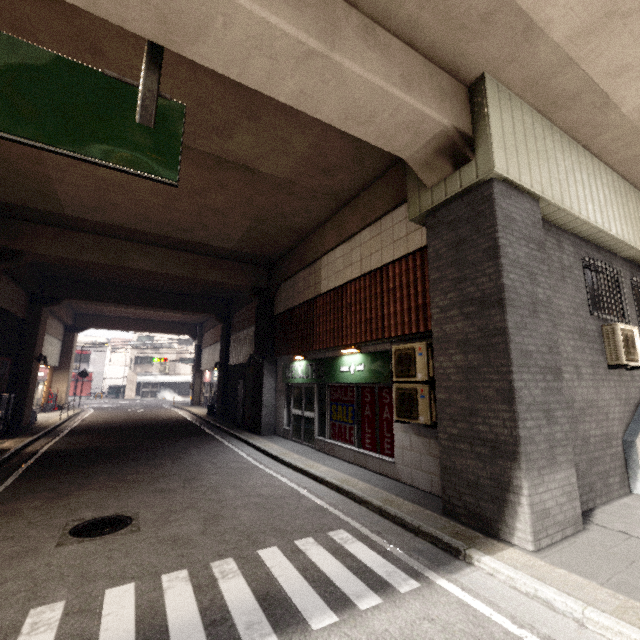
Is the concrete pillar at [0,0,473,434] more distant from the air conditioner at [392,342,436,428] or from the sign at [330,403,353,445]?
the sign at [330,403,353,445]

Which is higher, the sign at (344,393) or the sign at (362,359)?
the sign at (362,359)

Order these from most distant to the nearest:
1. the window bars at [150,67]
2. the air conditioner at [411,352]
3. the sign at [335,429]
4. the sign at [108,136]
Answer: the sign at [335,429]
the air conditioner at [411,352]
the window bars at [150,67]
the sign at [108,136]

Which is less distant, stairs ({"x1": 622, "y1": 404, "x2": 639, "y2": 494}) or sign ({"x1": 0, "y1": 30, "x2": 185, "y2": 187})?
sign ({"x1": 0, "y1": 30, "x2": 185, "y2": 187})

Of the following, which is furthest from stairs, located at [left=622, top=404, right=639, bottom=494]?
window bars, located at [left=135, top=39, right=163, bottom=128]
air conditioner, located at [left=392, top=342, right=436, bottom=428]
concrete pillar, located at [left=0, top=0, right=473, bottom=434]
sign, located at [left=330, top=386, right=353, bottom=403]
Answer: window bars, located at [left=135, top=39, right=163, bottom=128]

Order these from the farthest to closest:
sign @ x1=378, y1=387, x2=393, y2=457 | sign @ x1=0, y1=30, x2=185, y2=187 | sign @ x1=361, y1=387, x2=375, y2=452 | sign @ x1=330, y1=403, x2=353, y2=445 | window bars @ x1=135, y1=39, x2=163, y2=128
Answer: sign @ x1=330, y1=403, x2=353, y2=445 < sign @ x1=361, y1=387, x2=375, y2=452 < sign @ x1=378, y1=387, x2=393, y2=457 < window bars @ x1=135, y1=39, x2=163, y2=128 < sign @ x1=0, y1=30, x2=185, y2=187

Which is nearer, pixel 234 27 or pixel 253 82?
pixel 234 27

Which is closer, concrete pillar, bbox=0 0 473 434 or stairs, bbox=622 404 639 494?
concrete pillar, bbox=0 0 473 434
